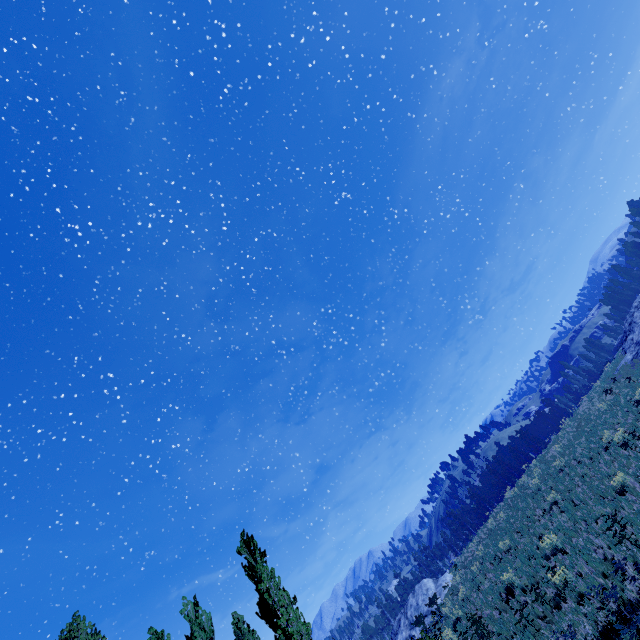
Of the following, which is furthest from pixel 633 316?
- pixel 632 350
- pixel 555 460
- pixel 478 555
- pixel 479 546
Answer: pixel 478 555

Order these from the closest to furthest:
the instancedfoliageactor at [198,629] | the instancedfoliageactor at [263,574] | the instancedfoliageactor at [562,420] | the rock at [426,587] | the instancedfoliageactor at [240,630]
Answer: the instancedfoliageactor at [263,574] < the instancedfoliageactor at [198,629] < the instancedfoliageactor at [240,630] < the instancedfoliageactor at [562,420] < the rock at [426,587]

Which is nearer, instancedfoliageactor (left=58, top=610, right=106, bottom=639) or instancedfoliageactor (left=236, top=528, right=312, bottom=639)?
instancedfoliageactor (left=236, top=528, right=312, bottom=639)

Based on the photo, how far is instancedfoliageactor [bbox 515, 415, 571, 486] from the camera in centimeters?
2986cm

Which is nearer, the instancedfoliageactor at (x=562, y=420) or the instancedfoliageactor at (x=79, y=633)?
the instancedfoliageactor at (x=79, y=633)

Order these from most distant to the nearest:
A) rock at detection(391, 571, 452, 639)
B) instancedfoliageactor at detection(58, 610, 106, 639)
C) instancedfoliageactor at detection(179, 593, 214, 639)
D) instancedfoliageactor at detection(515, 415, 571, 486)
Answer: rock at detection(391, 571, 452, 639) → instancedfoliageactor at detection(515, 415, 571, 486) → instancedfoliageactor at detection(179, 593, 214, 639) → instancedfoliageactor at detection(58, 610, 106, 639)
